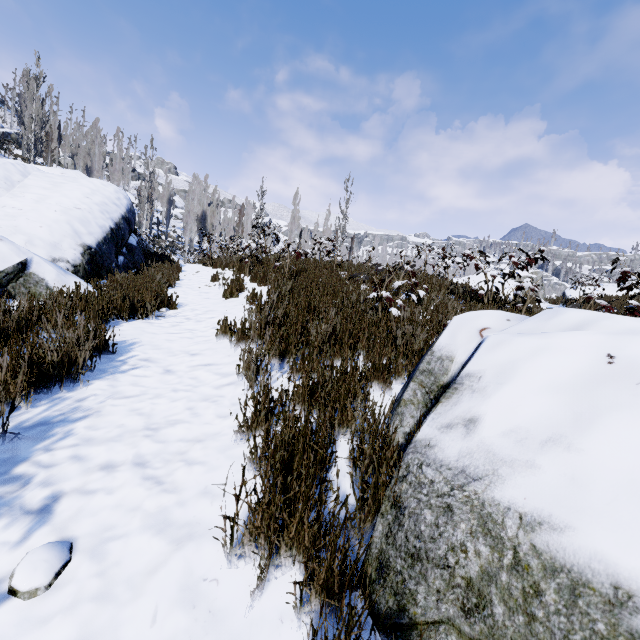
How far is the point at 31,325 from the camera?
3.0m

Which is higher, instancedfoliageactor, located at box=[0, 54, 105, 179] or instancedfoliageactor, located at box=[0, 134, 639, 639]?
instancedfoliageactor, located at box=[0, 54, 105, 179]

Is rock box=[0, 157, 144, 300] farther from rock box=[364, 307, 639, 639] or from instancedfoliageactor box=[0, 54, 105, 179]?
rock box=[364, 307, 639, 639]

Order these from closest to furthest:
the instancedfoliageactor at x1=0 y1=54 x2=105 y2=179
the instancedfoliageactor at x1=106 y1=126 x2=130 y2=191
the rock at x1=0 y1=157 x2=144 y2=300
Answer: the rock at x1=0 y1=157 x2=144 y2=300, the instancedfoliageactor at x1=0 y1=54 x2=105 y2=179, the instancedfoliageactor at x1=106 y1=126 x2=130 y2=191

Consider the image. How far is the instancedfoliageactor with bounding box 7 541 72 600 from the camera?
1.2m

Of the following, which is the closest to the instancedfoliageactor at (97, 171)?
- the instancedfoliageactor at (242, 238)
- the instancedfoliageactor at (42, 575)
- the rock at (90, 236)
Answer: the rock at (90, 236)

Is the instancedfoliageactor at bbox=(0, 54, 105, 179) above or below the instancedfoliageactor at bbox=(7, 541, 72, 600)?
above

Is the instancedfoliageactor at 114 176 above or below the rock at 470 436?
above
